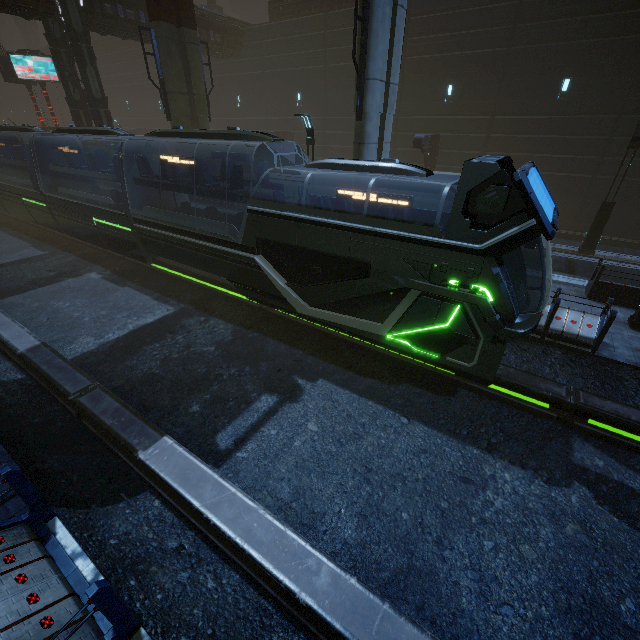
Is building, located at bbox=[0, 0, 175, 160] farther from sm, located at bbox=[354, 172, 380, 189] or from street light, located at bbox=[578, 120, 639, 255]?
street light, located at bbox=[578, 120, 639, 255]

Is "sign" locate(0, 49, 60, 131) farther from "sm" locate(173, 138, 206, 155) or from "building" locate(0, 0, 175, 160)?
"sm" locate(173, 138, 206, 155)

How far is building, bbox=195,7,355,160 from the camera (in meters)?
22.48

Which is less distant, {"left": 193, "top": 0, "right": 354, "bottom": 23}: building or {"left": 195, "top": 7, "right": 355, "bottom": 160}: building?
{"left": 193, "top": 0, "right": 354, "bottom": 23}: building

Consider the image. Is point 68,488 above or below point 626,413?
below

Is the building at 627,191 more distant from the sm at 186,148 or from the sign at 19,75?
the sign at 19,75

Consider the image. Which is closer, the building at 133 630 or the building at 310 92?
the building at 133 630

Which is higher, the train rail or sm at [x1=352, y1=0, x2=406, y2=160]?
sm at [x1=352, y1=0, x2=406, y2=160]
